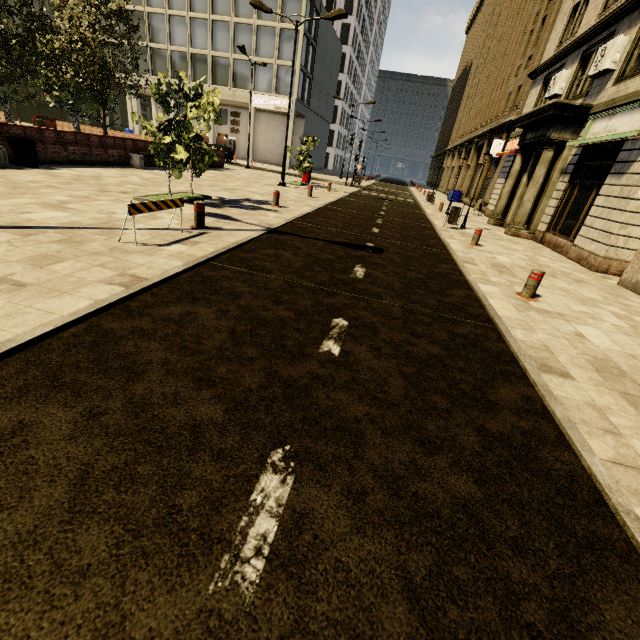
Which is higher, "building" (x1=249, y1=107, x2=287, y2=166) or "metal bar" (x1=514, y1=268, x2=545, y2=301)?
"building" (x1=249, y1=107, x2=287, y2=166)

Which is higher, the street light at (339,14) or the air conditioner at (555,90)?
Result: the street light at (339,14)

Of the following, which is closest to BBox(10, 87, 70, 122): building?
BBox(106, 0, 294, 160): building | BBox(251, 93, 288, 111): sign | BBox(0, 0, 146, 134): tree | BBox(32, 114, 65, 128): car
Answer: BBox(0, 0, 146, 134): tree

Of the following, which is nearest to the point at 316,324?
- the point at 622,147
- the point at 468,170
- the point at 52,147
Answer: the point at 622,147

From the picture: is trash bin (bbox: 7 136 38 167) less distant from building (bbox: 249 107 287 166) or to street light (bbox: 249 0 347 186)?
street light (bbox: 249 0 347 186)

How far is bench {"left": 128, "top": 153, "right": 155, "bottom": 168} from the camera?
15.4 meters

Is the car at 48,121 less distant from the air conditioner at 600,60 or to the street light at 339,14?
the street light at 339,14

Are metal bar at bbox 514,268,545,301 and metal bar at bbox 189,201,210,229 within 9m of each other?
yes
